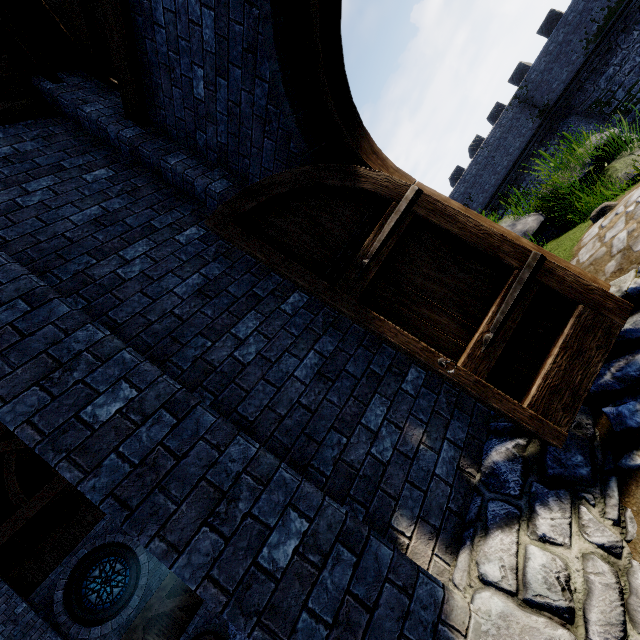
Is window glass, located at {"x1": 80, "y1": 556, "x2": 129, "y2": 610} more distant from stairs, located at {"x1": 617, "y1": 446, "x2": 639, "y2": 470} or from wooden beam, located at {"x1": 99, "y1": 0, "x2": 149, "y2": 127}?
stairs, located at {"x1": 617, "y1": 446, "x2": 639, "y2": 470}

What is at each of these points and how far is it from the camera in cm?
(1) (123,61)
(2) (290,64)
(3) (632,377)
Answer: (1) wooden beam, 380
(2) double door, 280
(3) stairs, 264

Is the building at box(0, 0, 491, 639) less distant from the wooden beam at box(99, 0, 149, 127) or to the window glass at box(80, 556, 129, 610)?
the wooden beam at box(99, 0, 149, 127)

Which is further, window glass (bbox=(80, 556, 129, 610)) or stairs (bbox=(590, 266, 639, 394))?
window glass (bbox=(80, 556, 129, 610))

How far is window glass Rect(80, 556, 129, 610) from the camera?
10.2 meters

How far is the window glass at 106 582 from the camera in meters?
10.2 m

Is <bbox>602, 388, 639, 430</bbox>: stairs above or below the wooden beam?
below

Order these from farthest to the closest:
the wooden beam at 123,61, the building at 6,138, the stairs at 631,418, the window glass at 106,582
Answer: the window glass at 106,582 < the wooden beam at 123,61 < the stairs at 631,418 < the building at 6,138
